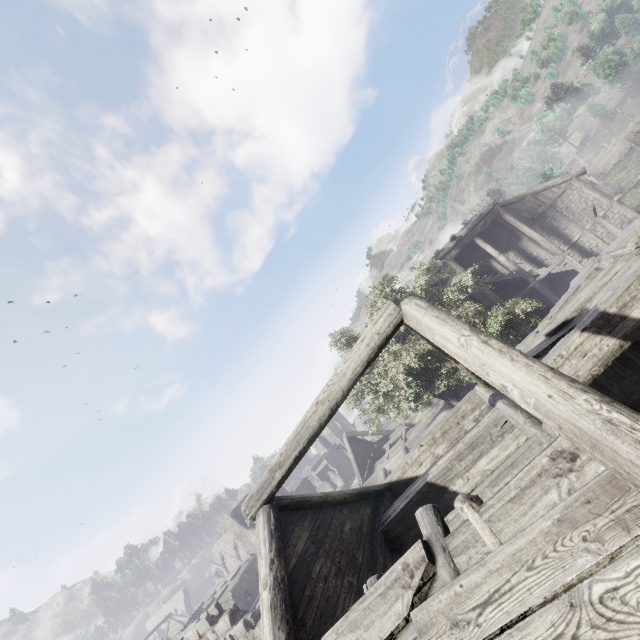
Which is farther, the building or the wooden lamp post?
the wooden lamp post

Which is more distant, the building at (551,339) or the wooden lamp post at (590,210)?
the wooden lamp post at (590,210)

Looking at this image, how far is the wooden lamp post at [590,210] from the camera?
18.03m

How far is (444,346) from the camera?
4.2 meters

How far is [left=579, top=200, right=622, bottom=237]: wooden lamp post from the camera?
18.0m
